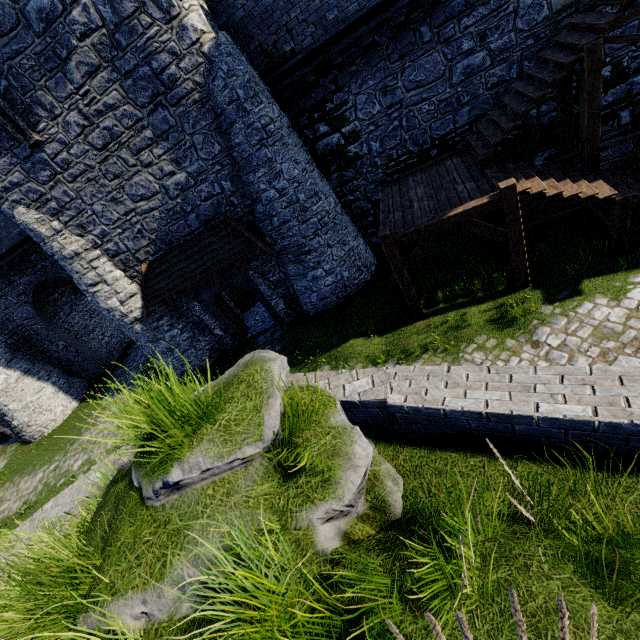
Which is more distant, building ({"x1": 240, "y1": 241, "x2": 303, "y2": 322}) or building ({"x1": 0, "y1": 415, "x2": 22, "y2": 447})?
building ({"x1": 0, "y1": 415, "x2": 22, "y2": 447})

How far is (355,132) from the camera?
11.71m

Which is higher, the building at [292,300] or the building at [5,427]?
the building at [5,427]

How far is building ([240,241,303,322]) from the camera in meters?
13.0

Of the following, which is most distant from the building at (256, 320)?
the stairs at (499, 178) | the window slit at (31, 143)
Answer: the stairs at (499, 178)

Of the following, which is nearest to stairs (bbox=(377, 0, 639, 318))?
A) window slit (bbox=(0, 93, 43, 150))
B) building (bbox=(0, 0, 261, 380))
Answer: building (bbox=(0, 0, 261, 380))

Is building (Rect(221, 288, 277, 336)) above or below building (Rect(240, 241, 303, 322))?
below

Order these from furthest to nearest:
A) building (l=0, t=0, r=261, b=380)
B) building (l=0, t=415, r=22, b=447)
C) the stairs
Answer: building (l=0, t=415, r=22, b=447) → building (l=0, t=0, r=261, b=380) → the stairs
